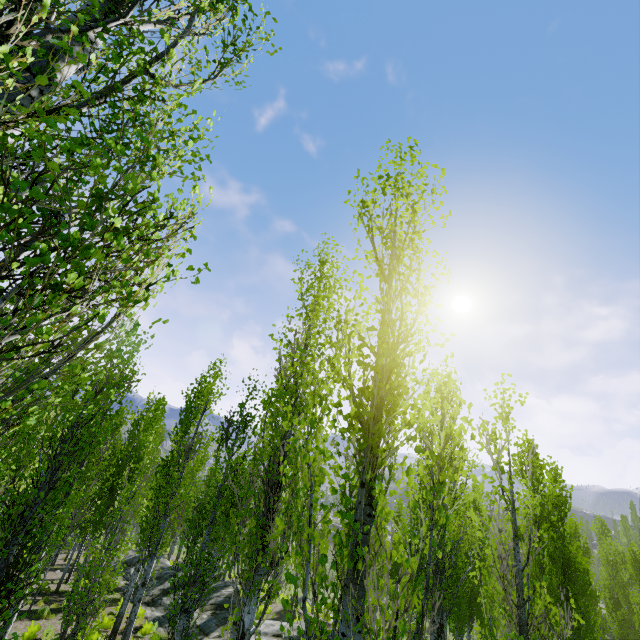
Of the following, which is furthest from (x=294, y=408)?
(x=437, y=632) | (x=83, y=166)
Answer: (x=437, y=632)

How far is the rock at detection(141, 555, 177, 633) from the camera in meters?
16.0

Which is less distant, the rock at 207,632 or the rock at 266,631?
the rock at 266,631

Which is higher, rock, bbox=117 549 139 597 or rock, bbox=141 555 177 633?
rock, bbox=141 555 177 633

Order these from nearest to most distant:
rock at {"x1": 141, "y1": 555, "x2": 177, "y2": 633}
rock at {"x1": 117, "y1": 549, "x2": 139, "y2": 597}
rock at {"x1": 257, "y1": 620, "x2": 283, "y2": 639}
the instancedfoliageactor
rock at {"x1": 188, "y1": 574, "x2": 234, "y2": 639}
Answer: the instancedfoliageactor, rock at {"x1": 257, "y1": 620, "x2": 283, "y2": 639}, rock at {"x1": 188, "y1": 574, "x2": 234, "y2": 639}, rock at {"x1": 141, "y1": 555, "x2": 177, "y2": 633}, rock at {"x1": 117, "y1": 549, "x2": 139, "y2": 597}

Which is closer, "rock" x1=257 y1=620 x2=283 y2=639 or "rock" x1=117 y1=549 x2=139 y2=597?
"rock" x1=257 y1=620 x2=283 y2=639

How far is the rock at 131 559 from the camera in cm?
2033
